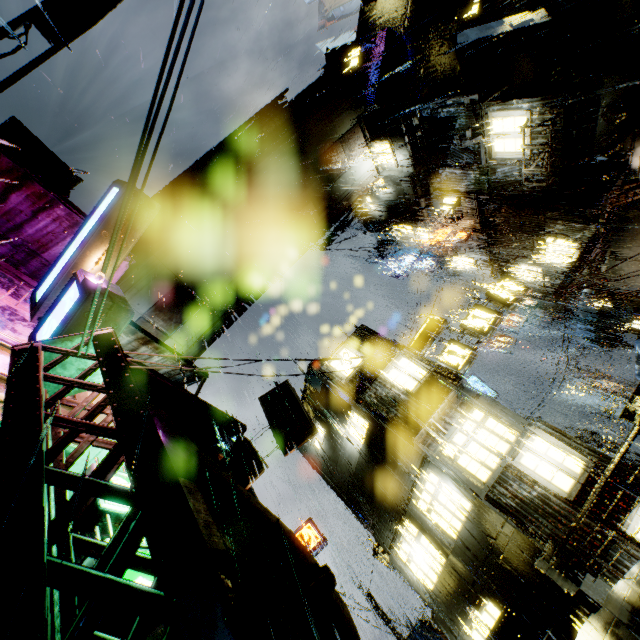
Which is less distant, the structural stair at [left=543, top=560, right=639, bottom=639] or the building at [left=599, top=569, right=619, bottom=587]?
the structural stair at [left=543, top=560, right=639, bottom=639]

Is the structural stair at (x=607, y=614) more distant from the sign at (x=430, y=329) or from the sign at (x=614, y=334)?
the sign at (x=614, y=334)

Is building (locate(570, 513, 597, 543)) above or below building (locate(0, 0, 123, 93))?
below

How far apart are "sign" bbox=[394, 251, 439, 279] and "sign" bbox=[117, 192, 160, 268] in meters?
25.4 m

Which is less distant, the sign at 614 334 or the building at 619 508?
the building at 619 508

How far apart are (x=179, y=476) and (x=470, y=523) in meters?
10.1

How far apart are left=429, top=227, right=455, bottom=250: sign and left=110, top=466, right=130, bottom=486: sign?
22.54m

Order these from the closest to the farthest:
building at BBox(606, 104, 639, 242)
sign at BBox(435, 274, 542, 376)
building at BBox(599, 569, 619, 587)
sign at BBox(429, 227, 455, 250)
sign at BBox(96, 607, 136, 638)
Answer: sign at BBox(96, 607, 136, 638) < building at BBox(599, 569, 619, 587) < building at BBox(606, 104, 639, 242) < sign at BBox(435, 274, 542, 376) < sign at BBox(429, 227, 455, 250)
